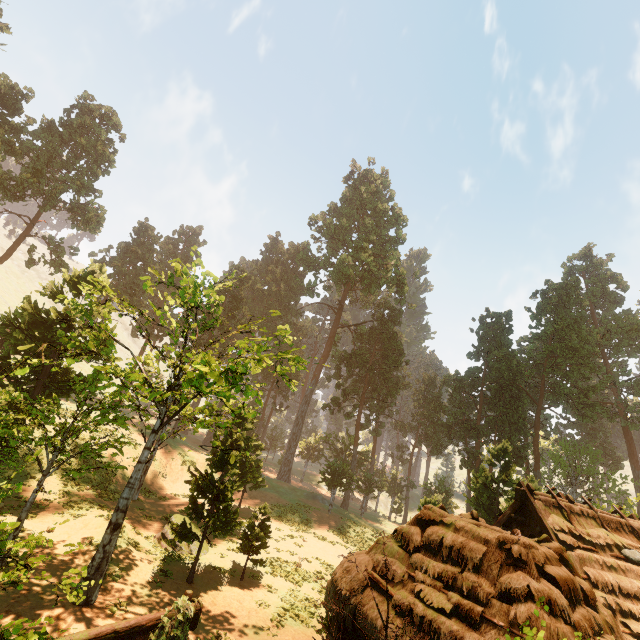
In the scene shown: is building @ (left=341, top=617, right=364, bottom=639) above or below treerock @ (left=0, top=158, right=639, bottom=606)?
below

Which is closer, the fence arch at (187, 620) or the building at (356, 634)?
the fence arch at (187, 620)

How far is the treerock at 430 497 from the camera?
22.50m

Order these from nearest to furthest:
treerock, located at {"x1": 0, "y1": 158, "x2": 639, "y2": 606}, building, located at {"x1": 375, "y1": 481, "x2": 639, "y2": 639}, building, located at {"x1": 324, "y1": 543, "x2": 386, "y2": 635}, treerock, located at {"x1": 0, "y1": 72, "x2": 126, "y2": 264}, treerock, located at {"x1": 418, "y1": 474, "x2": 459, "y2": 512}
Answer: building, located at {"x1": 375, "y1": 481, "x2": 639, "y2": 639}, building, located at {"x1": 324, "y1": 543, "x2": 386, "y2": 635}, treerock, located at {"x1": 0, "y1": 158, "x2": 639, "y2": 606}, treerock, located at {"x1": 418, "y1": 474, "x2": 459, "y2": 512}, treerock, located at {"x1": 0, "y1": 72, "x2": 126, "y2": 264}

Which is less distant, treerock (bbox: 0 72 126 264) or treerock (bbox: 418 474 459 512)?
treerock (bbox: 418 474 459 512)

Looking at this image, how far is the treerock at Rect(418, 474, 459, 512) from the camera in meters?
22.5 m

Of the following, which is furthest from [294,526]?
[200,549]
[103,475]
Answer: [103,475]

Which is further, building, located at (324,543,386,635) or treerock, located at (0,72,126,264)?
treerock, located at (0,72,126,264)
